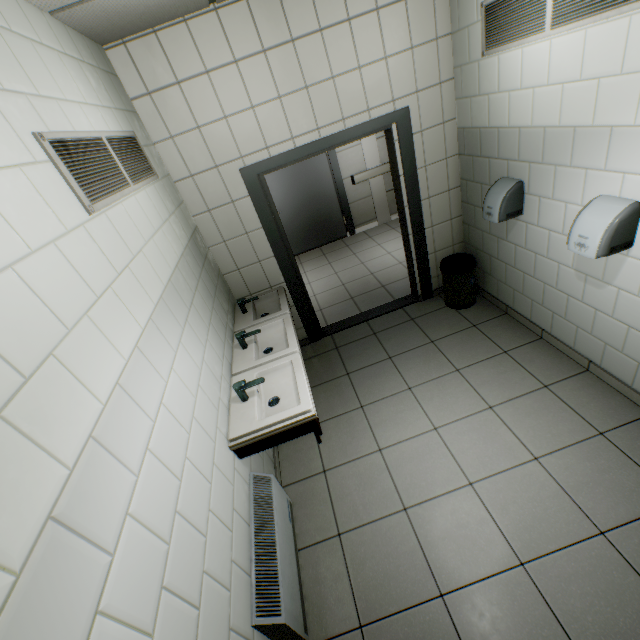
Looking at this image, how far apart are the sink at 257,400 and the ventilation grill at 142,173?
1.2 meters

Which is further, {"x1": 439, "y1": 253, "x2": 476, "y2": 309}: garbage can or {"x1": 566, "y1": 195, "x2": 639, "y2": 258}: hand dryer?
{"x1": 439, "y1": 253, "x2": 476, "y2": 309}: garbage can

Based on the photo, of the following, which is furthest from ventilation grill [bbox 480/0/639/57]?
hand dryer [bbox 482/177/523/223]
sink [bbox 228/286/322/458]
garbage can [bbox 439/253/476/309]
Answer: sink [bbox 228/286/322/458]

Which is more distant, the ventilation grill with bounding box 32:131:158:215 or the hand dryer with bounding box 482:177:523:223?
the hand dryer with bounding box 482:177:523:223

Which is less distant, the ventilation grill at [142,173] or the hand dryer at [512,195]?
the ventilation grill at [142,173]

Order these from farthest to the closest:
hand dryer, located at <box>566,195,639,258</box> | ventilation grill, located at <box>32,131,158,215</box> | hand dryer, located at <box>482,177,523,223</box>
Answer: hand dryer, located at <box>482,177,523,223</box> < hand dryer, located at <box>566,195,639,258</box> < ventilation grill, located at <box>32,131,158,215</box>

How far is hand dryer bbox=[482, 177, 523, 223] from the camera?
2.7m

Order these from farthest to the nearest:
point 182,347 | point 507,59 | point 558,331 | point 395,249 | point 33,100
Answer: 1. point 395,249
2. point 558,331
3. point 507,59
4. point 182,347
5. point 33,100
